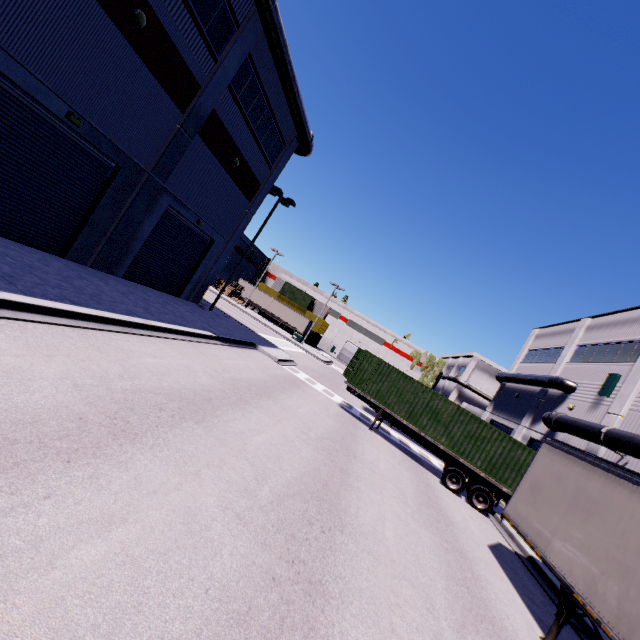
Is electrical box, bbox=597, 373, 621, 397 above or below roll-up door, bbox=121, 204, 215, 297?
above

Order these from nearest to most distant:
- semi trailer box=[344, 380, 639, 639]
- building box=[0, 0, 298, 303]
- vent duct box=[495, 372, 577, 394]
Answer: semi trailer box=[344, 380, 639, 639]
building box=[0, 0, 298, 303]
vent duct box=[495, 372, 577, 394]

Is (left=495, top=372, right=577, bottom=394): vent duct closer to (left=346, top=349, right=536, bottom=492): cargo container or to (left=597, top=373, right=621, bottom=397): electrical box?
(left=597, top=373, right=621, bottom=397): electrical box

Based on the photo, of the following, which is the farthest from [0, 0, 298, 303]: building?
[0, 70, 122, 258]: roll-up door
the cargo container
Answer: the cargo container

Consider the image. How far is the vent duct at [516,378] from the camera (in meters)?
22.34

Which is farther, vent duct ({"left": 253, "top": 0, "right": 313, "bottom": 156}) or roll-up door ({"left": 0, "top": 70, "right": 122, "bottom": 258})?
vent duct ({"left": 253, "top": 0, "right": 313, "bottom": 156})

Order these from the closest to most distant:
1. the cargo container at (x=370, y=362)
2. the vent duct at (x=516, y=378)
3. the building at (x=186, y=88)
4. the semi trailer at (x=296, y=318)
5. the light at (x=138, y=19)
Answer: the building at (x=186, y=88), the light at (x=138, y=19), the cargo container at (x=370, y=362), the vent duct at (x=516, y=378), the semi trailer at (x=296, y=318)

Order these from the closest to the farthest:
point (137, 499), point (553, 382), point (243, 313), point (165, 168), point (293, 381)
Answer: point (137, 499)
point (165, 168)
point (293, 381)
point (553, 382)
point (243, 313)
